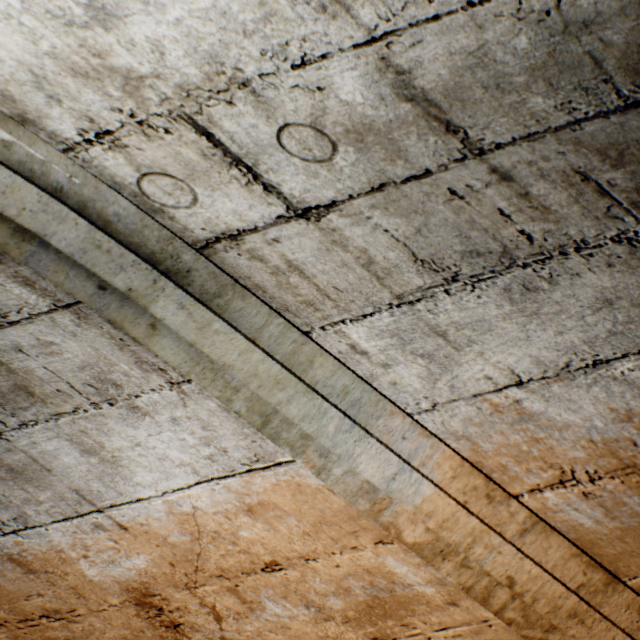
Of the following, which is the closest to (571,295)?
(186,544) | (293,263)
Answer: (293,263)
